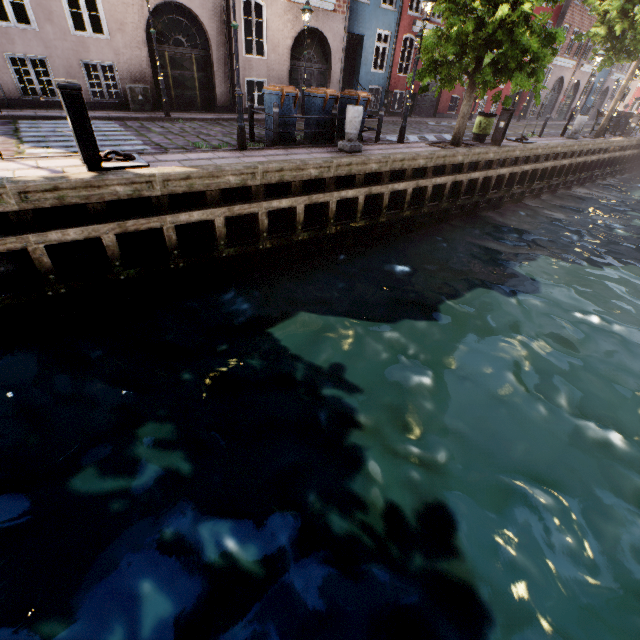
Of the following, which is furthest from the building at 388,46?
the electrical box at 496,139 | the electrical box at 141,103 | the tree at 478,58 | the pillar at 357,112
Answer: the electrical box at 496,139

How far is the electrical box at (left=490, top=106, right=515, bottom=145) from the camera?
11.8 meters

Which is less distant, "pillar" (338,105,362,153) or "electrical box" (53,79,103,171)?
"electrical box" (53,79,103,171)

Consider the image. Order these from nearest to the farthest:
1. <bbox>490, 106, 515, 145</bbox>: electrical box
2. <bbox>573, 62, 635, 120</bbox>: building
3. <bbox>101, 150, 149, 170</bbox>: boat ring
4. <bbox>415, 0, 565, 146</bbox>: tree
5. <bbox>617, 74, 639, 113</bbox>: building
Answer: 1. <bbox>101, 150, 149, 170</bbox>: boat ring
2. <bbox>415, 0, 565, 146</bbox>: tree
3. <bbox>490, 106, 515, 145</bbox>: electrical box
4. <bbox>573, 62, 635, 120</bbox>: building
5. <bbox>617, 74, 639, 113</bbox>: building

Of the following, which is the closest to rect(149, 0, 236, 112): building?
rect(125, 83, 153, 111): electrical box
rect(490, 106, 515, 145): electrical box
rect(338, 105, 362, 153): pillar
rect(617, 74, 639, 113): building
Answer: rect(125, 83, 153, 111): electrical box

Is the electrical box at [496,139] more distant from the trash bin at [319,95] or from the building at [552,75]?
the building at [552,75]

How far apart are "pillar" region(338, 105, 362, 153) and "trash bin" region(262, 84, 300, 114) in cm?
134

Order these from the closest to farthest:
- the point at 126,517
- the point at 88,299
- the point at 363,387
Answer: the point at 126,517 < the point at 363,387 < the point at 88,299
